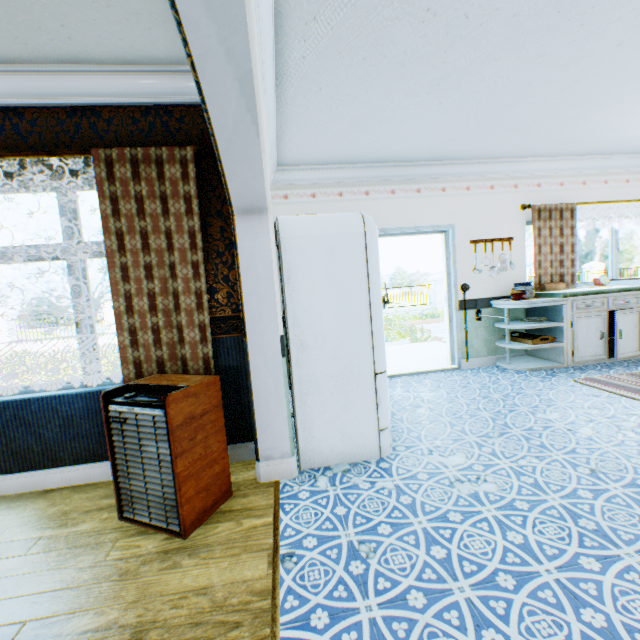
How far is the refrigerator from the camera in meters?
2.5 m

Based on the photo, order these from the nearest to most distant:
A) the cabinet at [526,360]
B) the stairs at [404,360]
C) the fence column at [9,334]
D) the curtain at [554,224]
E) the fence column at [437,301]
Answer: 1. the cabinet at [526,360]
2. the curtain at [554,224]
3. the stairs at [404,360]
4. the fence column at [9,334]
5. the fence column at [437,301]

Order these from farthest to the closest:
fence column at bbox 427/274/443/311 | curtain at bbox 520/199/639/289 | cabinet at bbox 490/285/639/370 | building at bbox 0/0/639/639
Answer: fence column at bbox 427/274/443/311, curtain at bbox 520/199/639/289, cabinet at bbox 490/285/639/370, building at bbox 0/0/639/639

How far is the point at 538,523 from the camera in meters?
1.8 m

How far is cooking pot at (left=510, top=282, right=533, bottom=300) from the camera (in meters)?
4.63

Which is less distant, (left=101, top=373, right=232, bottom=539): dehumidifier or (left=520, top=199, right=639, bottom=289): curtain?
(left=101, top=373, right=232, bottom=539): dehumidifier

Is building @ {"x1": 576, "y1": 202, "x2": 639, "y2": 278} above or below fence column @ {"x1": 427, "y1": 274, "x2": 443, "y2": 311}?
above

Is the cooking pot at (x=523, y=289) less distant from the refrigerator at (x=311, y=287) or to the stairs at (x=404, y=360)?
the stairs at (x=404, y=360)
